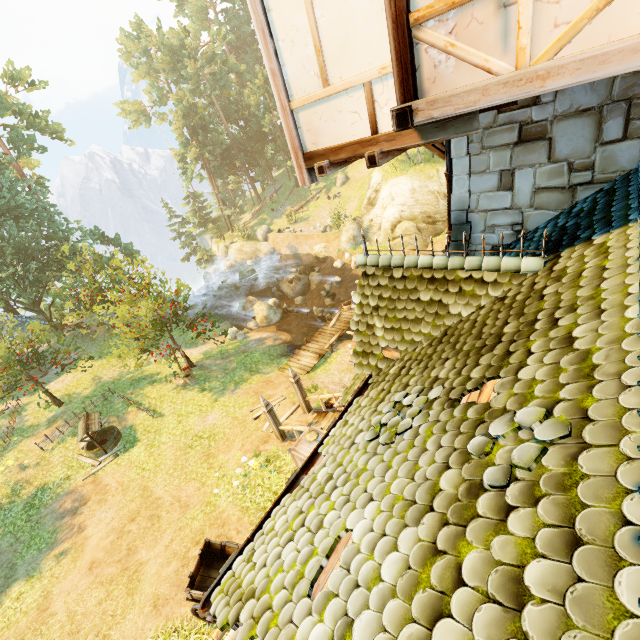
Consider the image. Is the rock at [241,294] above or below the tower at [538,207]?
below

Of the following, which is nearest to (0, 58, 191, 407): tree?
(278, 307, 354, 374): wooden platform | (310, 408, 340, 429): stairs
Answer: (278, 307, 354, 374): wooden platform

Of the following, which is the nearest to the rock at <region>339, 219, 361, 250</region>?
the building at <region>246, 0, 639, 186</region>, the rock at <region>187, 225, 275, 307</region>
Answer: the rock at <region>187, 225, 275, 307</region>

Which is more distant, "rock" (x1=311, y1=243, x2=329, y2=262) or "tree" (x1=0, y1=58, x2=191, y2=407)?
"rock" (x1=311, y1=243, x2=329, y2=262)

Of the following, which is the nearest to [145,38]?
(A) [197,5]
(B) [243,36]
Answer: (A) [197,5]

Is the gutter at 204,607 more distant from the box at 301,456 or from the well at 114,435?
the well at 114,435

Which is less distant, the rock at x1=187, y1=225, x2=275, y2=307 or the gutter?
the gutter

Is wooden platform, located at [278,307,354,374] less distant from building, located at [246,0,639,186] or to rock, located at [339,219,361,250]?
building, located at [246,0,639,186]
